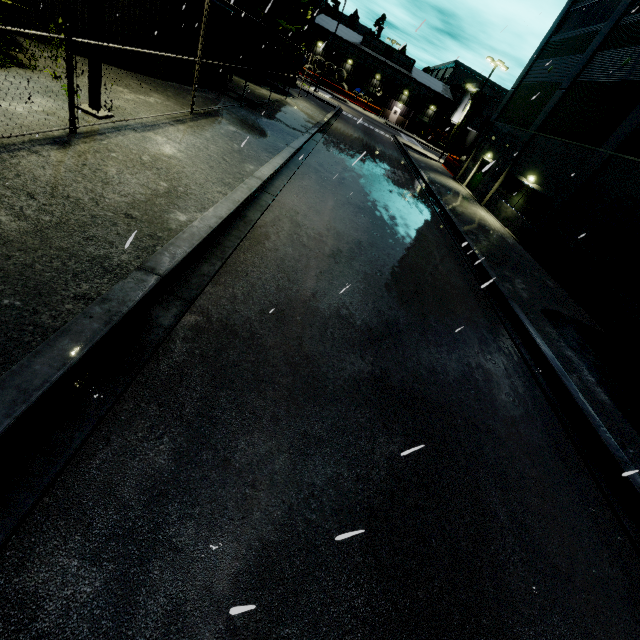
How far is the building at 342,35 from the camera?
58.38m

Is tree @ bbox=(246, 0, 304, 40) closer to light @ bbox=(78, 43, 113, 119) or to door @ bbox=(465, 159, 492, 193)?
door @ bbox=(465, 159, 492, 193)

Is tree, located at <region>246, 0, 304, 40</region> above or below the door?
above

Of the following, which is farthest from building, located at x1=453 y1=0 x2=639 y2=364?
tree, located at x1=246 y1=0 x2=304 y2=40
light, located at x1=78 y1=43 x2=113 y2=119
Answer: light, located at x1=78 y1=43 x2=113 y2=119

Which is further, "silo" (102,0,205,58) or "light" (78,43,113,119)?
"silo" (102,0,205,58)

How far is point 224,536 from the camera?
2.5m

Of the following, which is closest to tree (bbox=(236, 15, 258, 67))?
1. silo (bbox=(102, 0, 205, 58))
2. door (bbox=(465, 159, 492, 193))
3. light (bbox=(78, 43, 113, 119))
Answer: silo (bbox=(102, 0, 205, 58))

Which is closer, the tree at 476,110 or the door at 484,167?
the door at 484,167
